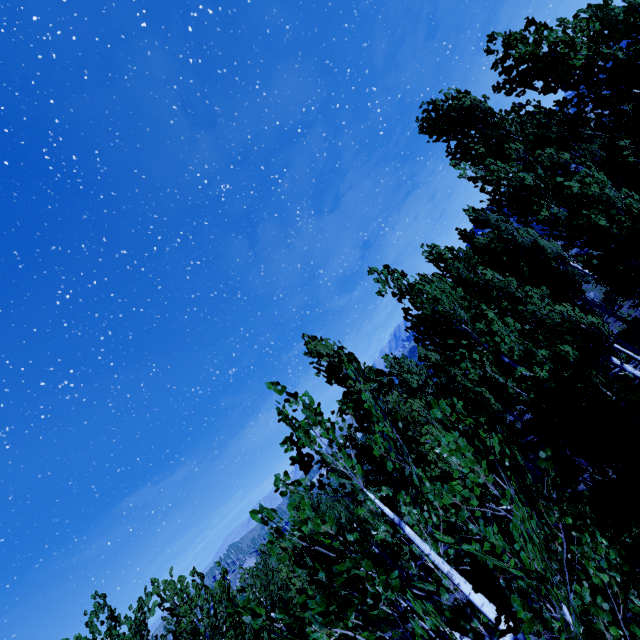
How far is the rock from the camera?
15.25m

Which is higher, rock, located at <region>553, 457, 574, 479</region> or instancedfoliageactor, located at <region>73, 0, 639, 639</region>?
instancedfoliageactor, located at <region>73, 0, 639, 639</region>

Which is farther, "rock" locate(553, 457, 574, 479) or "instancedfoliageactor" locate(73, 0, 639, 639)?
"rock" locate(553, 457, 574, 479)

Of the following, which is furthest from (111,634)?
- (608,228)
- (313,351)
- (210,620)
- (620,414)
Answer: (608,228)

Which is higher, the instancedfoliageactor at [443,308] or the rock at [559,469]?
the instancedfoliageactor at [443,308]

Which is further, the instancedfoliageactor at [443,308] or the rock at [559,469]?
the rock at [559,469]
